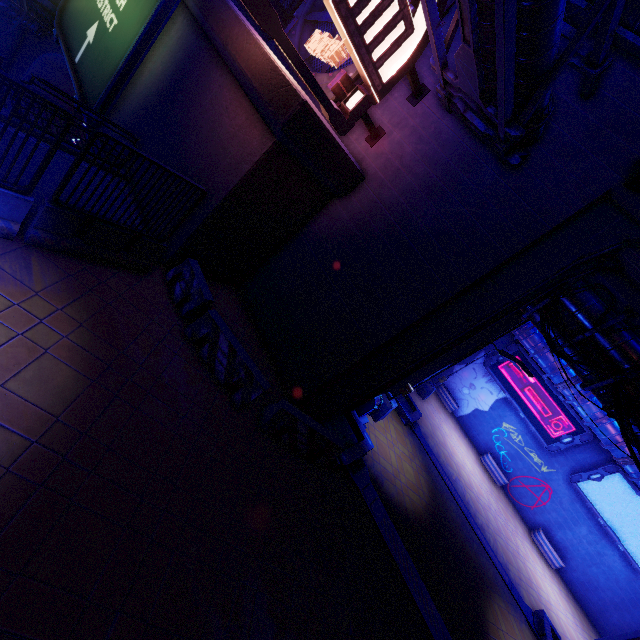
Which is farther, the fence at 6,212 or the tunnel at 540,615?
the tunnel at 540,615

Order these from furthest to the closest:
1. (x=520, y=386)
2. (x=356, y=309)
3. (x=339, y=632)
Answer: (x=520, y=386)
(x=356, y=309)
(x=339, y=632)

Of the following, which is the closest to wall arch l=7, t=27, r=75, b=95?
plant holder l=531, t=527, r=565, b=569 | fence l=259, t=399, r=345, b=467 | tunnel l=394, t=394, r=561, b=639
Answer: fence l=259, t=399, r=345, b=467

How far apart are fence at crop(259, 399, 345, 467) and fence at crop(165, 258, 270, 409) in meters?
0.5

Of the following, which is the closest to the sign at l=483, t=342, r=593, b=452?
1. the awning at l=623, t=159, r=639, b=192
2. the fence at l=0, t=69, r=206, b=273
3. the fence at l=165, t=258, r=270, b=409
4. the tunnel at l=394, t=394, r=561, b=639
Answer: the tunnel at l=394, t=394, r=561, b=639

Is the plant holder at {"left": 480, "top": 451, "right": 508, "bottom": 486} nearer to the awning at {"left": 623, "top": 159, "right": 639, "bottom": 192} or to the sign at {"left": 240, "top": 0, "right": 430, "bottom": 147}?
the awning at {"left": 623, "top": 159, "right": 639, "bottom": 192}

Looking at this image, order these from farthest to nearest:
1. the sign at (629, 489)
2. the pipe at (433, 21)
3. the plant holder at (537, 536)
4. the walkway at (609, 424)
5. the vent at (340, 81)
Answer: the plant holder at (537, 536)
the sign at (629, 489)
the walkway at (609, 424)
the vent at (340, 81)
the pipe at (433, 21)

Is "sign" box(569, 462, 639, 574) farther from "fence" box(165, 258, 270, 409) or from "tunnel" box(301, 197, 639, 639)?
"fence" box(165, 258, 270, 409)
